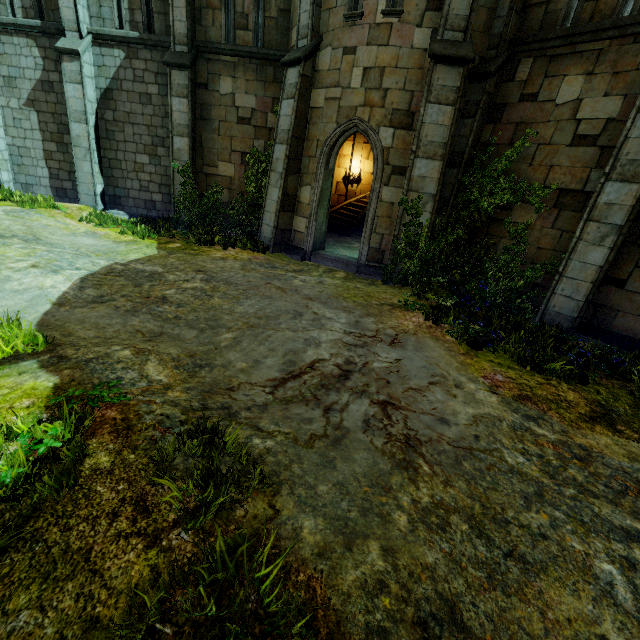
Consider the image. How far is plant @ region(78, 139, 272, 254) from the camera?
10.10m

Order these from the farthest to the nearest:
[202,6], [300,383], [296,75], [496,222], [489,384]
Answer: [202,6] < [296,75] < [496,222] < [489,384] < [300,383]

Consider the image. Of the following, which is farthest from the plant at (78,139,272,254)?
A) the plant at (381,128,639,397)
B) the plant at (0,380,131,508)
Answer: the plant at (0,380,131,508)

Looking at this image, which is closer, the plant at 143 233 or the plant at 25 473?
the plant at 25 473

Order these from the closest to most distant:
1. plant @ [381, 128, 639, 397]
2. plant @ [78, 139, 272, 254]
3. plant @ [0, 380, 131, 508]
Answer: plant @ [0, 380, 131, 508]
plant @ [381, 128, 639, 397]
plant @ [78, 139, 272, 254]

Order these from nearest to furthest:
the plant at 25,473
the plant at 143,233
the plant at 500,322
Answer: the plant at 25,473, the plant at 500,322, the plant at 143,233
